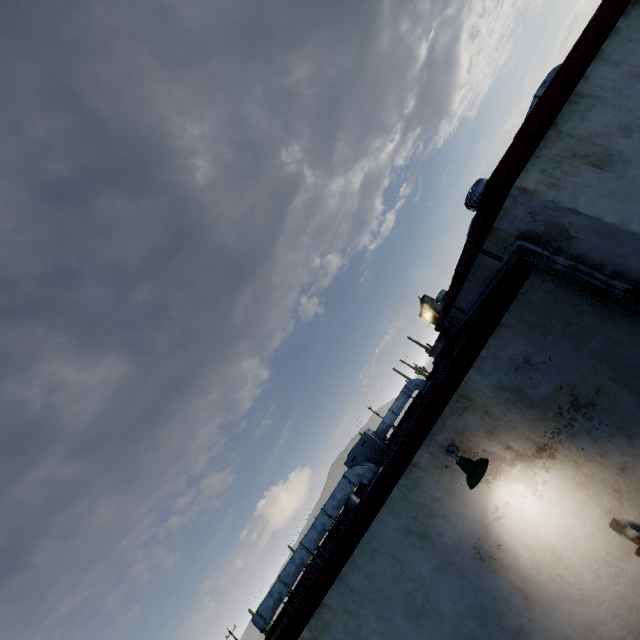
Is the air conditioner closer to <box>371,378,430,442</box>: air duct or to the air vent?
<box>371,378,430,442</box>: air duct

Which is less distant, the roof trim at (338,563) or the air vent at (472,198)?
the roof trim at (338,563)

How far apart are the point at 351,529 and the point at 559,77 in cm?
641

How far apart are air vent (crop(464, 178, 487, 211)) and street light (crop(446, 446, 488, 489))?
4.3m

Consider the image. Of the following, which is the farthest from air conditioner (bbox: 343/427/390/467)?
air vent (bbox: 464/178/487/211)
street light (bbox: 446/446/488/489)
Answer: air vent (bbox: 464/178/487/211)

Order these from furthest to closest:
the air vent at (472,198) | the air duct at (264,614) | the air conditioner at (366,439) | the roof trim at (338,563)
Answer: the air conditioner at (366,439), the air duct at (264,614), the air vent at (472,198), the roof trim at (338,563)

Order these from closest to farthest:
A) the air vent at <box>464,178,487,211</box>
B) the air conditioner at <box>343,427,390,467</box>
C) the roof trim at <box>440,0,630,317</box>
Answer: the roof trim at <box>440,0,630,317</box> → the air vent at <box>464,178,487,211</box> → the air conditioner at <box>343,427,390,467</box>

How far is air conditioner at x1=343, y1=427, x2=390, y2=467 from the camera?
11.1m
